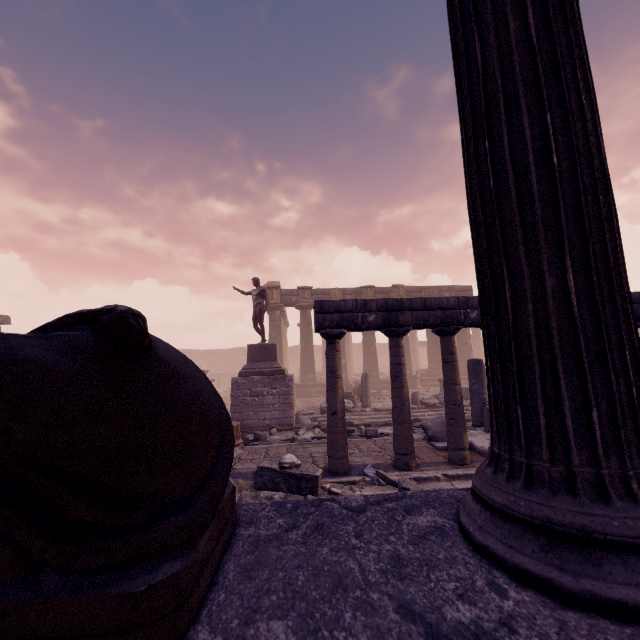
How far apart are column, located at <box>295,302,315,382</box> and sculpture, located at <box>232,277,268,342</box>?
8.1 meters

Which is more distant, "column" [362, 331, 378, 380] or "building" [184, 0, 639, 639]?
"column" [362, 331, 378, 380]

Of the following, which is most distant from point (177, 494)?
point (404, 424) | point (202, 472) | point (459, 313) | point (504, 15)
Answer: point (459, 313)

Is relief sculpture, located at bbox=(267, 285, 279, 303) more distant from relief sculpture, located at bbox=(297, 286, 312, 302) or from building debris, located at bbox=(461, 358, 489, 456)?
building debris, located at bbox=(461, 358, 489, 456)

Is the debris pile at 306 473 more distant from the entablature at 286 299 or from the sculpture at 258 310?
the entablature at 286 299

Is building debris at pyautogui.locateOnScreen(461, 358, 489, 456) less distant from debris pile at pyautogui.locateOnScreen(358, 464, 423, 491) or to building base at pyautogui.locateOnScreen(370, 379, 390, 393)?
debris pile at pyautogui.locateOnScreen(358, 464, 423, 491)

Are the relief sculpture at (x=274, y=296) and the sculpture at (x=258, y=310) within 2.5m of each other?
no

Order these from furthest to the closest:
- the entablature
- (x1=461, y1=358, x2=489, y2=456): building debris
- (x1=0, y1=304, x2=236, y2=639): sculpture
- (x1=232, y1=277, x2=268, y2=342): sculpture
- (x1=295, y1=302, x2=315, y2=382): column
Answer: the entablature < (x1=295, y1=302, x2=315, y2=382): column < (x1=232, y1=277, x2=268, y2=342): sculpture < (x1=461, y1=358, x2=489, y2=456): building debris < (x1=0, y1=304, x2=236, y2=639): sculpture
